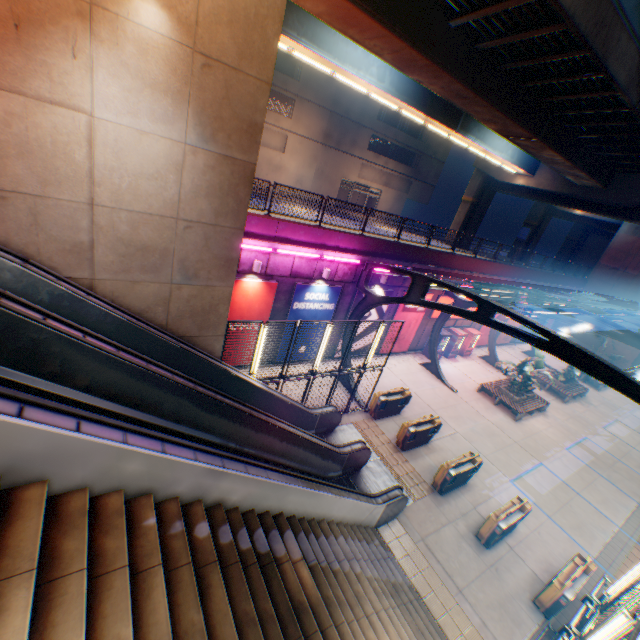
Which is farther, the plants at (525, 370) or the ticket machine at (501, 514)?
the plants at (525, 370)

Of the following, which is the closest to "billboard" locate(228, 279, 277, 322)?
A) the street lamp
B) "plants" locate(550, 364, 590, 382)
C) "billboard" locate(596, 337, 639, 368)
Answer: the street lamp

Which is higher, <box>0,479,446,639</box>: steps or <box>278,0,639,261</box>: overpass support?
<box>278,0,639,261</box>: overpass support

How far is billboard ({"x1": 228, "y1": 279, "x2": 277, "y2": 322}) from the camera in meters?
13.2

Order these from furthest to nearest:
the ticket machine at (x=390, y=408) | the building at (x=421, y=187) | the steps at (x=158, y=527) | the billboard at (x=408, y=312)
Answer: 1. the building at (x=421, y=187)
2. the billboard at (x=408, y=312)
3. the ticket machine at (x=390, y=408)
4. the steps at (x=158, y=527)

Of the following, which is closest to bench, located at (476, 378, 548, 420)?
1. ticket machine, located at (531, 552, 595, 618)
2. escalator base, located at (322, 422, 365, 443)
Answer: ticket machine, located at (531, 552, 595, 618)

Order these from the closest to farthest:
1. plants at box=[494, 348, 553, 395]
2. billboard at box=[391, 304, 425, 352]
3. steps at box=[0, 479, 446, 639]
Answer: steps at box=[0, 479, 446, 639]
plants at box=[494, 348, 553, 395]
billboard at box=[391, 304, 425, 352]

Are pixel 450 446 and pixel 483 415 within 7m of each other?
yes
